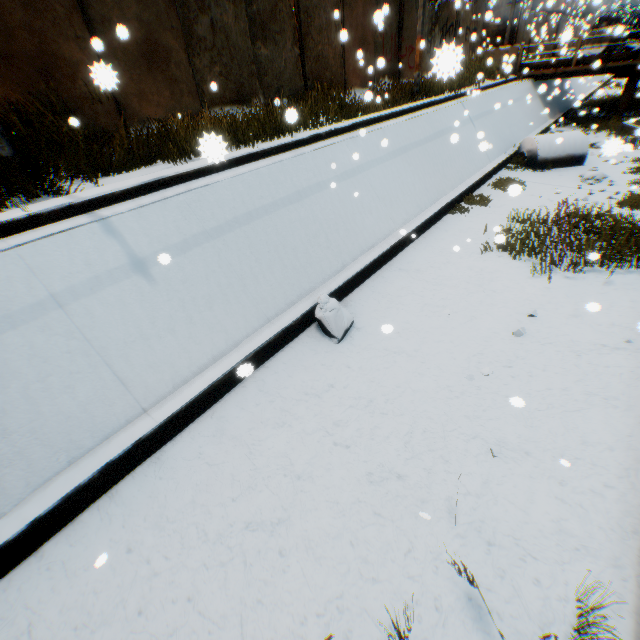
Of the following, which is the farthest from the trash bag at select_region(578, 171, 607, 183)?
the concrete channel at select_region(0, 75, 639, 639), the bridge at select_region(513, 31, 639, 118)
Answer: the bridge at select_region(513, 31, 639, 118)

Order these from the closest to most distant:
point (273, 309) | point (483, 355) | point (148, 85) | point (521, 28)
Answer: point (483, 355) < point (273, 309) < point (148, 85) < point (521, 28)

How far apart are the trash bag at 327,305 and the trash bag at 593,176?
10.39m

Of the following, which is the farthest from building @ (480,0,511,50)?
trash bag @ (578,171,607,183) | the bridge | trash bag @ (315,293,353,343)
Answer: trash bag @ (315,293,353,343)

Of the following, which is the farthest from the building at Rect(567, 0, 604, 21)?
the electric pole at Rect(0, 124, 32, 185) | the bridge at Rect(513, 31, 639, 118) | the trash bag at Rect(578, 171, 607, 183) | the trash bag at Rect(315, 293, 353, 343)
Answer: the electric pole at Rect(0, 124, 32, 185)

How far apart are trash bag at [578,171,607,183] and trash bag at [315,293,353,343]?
10.4m

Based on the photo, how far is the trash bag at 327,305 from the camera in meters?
5.3 m

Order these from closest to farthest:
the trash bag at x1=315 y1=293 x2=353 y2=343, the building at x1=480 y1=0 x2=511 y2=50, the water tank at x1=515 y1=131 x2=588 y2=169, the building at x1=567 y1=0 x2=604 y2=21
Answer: the trash bag at x1=315 y1=293 x2=353 y2=343 → the water tank at x1=515 y1=131 x2=588 y2=169 → the building at x1=567 y1=0 x2=604 y2=21 → the building at x1=480 y1=0 x2=511 y2=50
